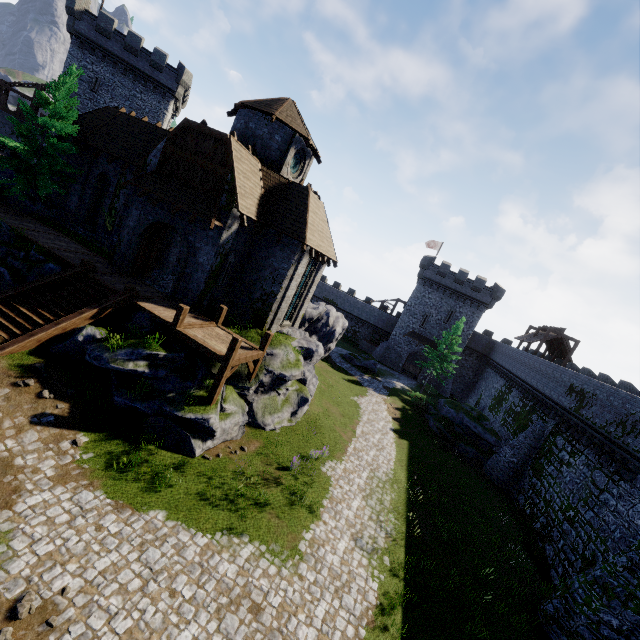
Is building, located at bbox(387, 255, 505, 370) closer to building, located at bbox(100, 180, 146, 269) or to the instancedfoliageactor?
building, located at bbox(100, 180, 146, 269)

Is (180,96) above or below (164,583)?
above

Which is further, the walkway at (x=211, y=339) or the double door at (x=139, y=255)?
the double door at (x=139, y=255)

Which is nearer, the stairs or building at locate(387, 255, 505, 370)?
the stairs

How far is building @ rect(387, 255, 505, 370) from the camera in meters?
44.5 m

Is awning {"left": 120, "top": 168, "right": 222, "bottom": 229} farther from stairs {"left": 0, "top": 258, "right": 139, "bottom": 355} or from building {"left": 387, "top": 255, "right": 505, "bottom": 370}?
building {"left": 387, "top": 255, "right": 505, "bottom": 370}

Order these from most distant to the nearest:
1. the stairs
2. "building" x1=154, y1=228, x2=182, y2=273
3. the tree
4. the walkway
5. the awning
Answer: "building" x1=154, y1=228, x2=182, y2=273, the tree, the awning, the walkway, the stairs

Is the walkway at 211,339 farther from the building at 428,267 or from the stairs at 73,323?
the building at 428,267
